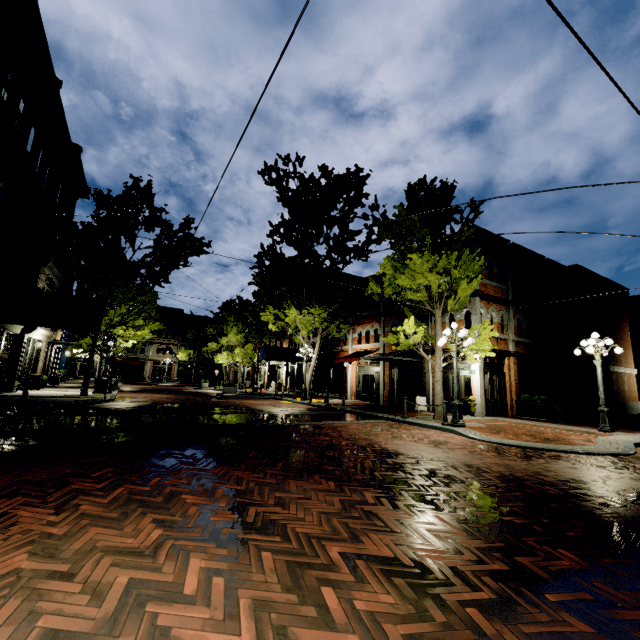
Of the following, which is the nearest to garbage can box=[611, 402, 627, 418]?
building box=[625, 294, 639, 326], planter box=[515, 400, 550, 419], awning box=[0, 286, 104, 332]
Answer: planter box=[515, 400, 550, 419]

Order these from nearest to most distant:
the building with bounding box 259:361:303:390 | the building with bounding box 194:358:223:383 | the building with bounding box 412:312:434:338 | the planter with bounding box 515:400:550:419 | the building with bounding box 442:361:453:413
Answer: the planter with bounding box 515:400:550:419
the building with bounding box 442:361:453:413
the building with bounding box 412:312:434:338
the building with bounding box 259:361:303:390
the building with bounding box 194:358:223:383

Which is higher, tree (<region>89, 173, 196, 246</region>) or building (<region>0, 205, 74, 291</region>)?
tree (<region>89, 173, 196, 246</region>)

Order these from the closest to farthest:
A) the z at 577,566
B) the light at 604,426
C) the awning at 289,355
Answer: the z at 577,566 → the light at 604,426 → the awning at 289,355

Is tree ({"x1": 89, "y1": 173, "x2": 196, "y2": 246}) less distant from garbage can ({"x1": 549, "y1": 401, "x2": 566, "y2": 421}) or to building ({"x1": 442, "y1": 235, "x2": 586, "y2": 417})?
building ({"x1": 442, "y1": 235, "x2": 586, "y2": 417})

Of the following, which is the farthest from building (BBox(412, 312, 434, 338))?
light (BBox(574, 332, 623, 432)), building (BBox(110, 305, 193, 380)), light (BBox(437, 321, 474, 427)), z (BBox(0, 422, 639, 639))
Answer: building (BBox(110, 305, 193, 380))

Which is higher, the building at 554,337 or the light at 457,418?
the building at 554,337

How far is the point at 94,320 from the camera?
12.55m
